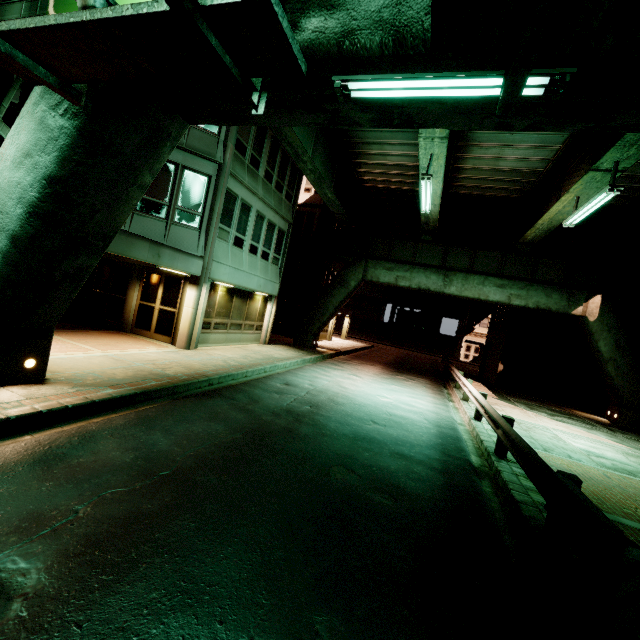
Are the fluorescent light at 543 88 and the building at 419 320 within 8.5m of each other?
no

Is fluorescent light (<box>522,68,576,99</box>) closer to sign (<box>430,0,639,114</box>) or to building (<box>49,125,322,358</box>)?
sign (<box>430,0,639,114</box>)

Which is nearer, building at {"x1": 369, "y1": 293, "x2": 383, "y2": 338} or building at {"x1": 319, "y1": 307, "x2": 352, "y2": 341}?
building at {"x1": 319, "y1": 307, "x2": 352, "y2": 341}

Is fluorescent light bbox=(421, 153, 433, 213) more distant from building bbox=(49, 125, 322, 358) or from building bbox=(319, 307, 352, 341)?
building bbox=(319, 307, 352, 341)

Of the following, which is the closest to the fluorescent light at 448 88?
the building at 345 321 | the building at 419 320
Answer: the building at 345 321

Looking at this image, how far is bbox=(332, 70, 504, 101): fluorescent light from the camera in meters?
3.5

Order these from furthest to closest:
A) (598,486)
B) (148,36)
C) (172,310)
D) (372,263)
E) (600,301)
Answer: (372,263) → (600,301) → (172,310) → (598,486) → (148,36)

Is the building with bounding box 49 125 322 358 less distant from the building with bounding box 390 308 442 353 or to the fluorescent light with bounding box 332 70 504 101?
the fluorescent light with bounding box 332 70 504 101
